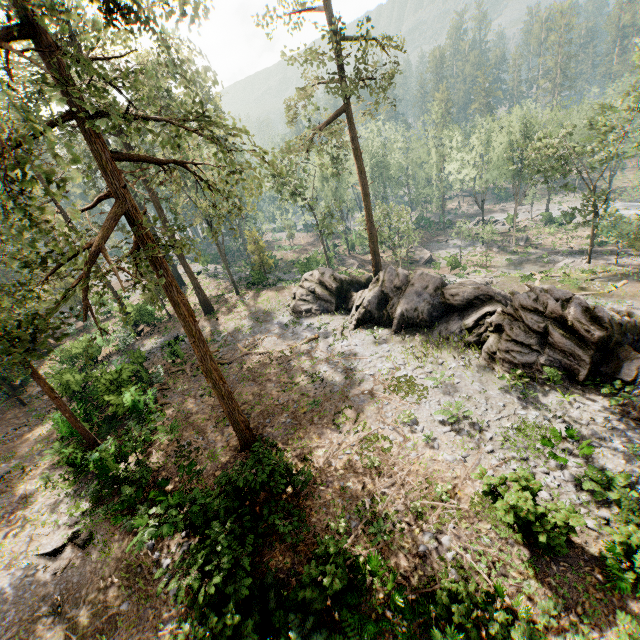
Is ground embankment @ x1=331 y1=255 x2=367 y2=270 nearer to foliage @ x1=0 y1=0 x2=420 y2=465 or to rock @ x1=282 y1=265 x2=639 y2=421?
foliage @ x1=0 y1=0 x2=420 y2=465

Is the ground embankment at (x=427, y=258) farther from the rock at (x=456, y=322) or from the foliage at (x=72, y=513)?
the rock at (x=456, y=322)

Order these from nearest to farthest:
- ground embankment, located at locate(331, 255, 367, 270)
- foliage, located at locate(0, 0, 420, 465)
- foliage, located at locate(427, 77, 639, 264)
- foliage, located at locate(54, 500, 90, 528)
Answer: foliage, located at locate(0, 0, 420, 465) < foliage, located at locate(54, 500, 90, 528) < foliage, located at locate(427, 77, 639, 264) < ground embankment, located at locate(331, 255, 367, 270)

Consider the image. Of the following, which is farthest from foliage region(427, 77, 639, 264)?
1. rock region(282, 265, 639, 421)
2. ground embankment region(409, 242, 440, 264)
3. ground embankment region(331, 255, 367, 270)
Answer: ground embankment region(331, 255, 367, 270)

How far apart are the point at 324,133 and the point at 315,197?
30.1m

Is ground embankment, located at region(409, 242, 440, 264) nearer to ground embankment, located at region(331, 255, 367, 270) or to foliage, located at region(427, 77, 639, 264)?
foliage, located at region(427, 77, 639, 264)

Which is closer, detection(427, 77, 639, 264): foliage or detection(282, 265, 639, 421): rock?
detection(282, 265, 639, 421): rock

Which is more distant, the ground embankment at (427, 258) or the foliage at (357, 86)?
the ground embankment at (427, 258)
